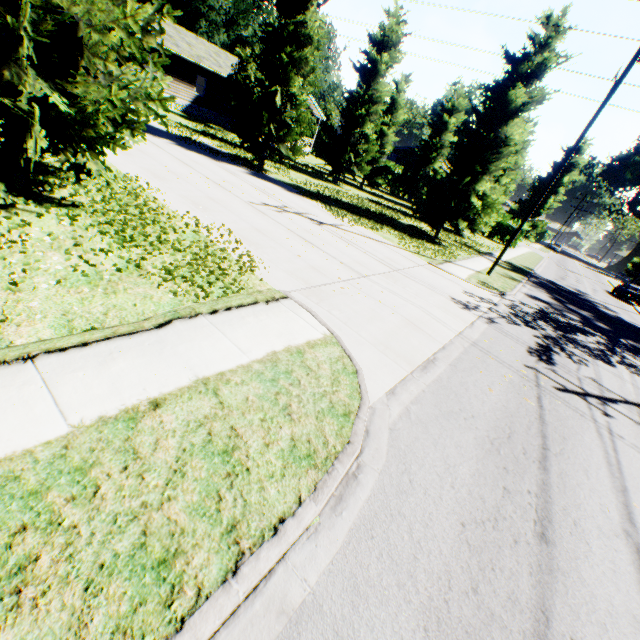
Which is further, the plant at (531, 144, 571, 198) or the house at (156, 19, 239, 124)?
the plant at (531, 144, 571, 198)

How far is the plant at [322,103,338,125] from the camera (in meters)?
44.12

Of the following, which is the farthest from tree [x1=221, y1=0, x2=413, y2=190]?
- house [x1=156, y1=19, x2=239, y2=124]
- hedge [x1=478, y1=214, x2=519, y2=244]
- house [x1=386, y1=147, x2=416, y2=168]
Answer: house [x1=156, y1=19, x2=239, y2=124]

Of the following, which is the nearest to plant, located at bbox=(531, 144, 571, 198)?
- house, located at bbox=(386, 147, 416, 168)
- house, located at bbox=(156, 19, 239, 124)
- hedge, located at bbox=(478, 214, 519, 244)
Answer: house, located at bbox=(386, 147, 416, 168)

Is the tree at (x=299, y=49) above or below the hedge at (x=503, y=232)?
above

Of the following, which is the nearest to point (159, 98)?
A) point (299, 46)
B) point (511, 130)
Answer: point (299, 46)

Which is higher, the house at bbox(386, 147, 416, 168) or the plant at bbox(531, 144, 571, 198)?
the plant at bbox(531, 144, 571, 198)

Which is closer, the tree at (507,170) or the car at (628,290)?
the tree at (507,170)
